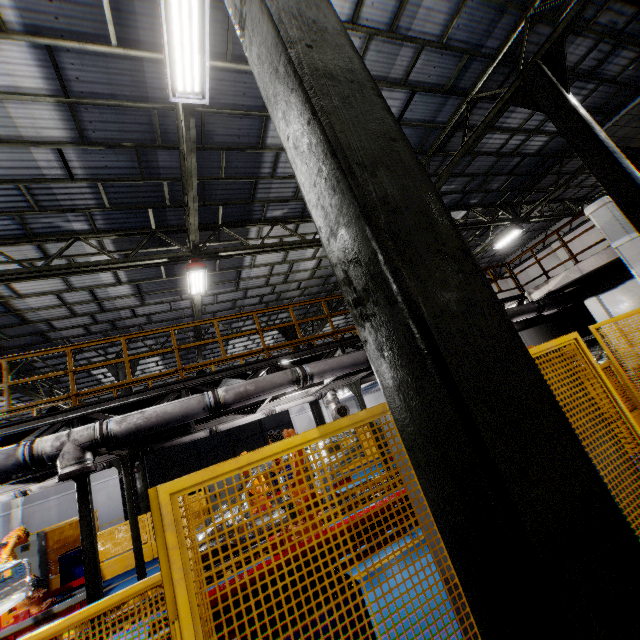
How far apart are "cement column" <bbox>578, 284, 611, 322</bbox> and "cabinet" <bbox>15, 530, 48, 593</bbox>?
22.99m

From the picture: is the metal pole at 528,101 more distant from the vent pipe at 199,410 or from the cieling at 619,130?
the vent pipe at 199,410

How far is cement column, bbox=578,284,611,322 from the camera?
12.8m

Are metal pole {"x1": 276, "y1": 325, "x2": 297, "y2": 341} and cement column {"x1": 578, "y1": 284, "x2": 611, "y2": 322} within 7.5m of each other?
no

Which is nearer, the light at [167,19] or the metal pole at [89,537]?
the light at [167,19]

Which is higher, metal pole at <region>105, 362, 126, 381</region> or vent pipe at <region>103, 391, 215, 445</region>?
metal pole at <region>105, 362, 126, 381</region>

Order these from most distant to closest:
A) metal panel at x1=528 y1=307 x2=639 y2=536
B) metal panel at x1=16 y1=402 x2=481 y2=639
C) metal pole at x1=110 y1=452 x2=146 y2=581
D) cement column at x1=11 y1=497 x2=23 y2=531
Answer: cement column at x1=11 y1=497 x2=23 y2=531, metal pole at x1=110 y1=452 x2=146 y2=581, metal panel at x1=528 y1=307 x2=639 y2=536, metal panel at x1=16 y1=402 x2=481 y2=639

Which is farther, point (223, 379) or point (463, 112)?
point (463, 112)
